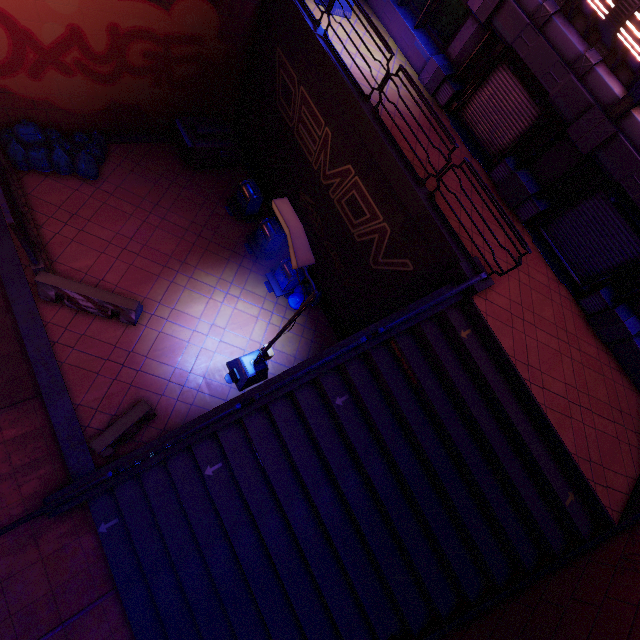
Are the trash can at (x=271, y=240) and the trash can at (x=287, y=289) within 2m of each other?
yes

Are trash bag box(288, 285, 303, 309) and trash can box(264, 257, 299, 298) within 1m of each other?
yes

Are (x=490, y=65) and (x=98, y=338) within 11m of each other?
no

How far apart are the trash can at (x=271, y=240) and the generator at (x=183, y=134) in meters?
3.2 m

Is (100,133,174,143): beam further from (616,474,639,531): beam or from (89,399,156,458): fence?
(616,474,639,531): beam

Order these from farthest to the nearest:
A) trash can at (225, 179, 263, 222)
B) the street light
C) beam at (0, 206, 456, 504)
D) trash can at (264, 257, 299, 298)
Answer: trash can at (225, 179, 263, 222) → trash can at (264, 257, 299, 298) → beam at (0, 206, 456, 504) → the street light

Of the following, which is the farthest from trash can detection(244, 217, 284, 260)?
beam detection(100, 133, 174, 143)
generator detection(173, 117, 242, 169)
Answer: generator detection(173, 117, 242, 169)

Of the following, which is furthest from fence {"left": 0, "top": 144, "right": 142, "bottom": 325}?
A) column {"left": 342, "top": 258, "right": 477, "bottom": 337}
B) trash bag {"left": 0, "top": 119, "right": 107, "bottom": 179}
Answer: column {"left": 342, "top": 258, "right": 477, "bottom": 337}
